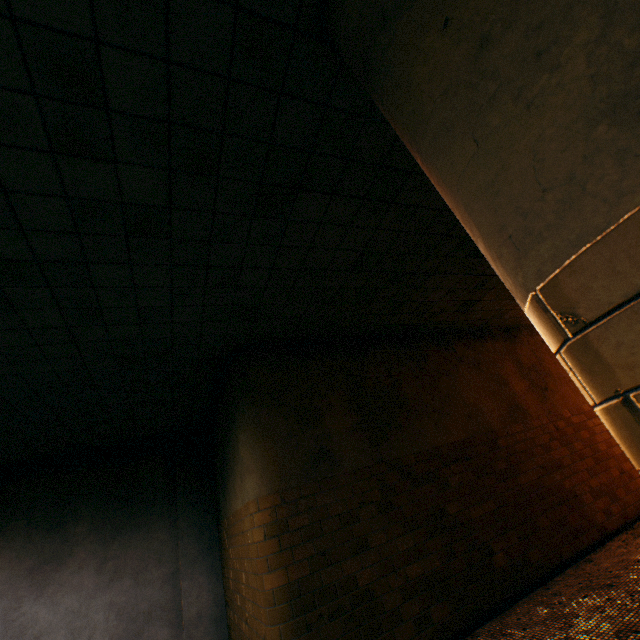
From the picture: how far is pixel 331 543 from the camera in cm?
376
